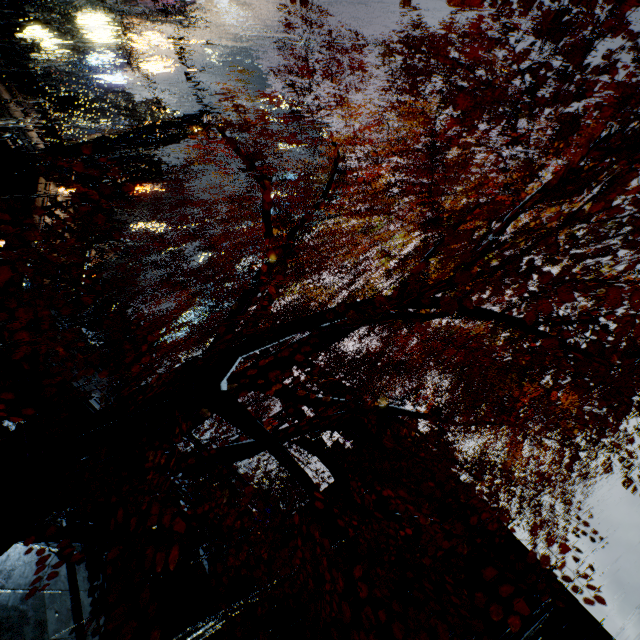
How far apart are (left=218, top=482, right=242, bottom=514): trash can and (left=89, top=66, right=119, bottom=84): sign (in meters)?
48.93

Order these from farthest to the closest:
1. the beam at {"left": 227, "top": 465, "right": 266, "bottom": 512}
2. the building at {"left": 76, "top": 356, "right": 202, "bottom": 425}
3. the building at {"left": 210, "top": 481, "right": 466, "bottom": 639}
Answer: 1. the beam at {"left": 227, "top": 465, "right": 266, "bottom": 512}
2. the building at {"left": 76, "top": 356, "right": 202, "bottom": 425}
3. the building at {"left": 210, "top": 481, "right": 466, "bottom": 639}

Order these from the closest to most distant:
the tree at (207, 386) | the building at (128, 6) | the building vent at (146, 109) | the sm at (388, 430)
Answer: the tree at (207, 386)
the sm at (388, 430)
the building at (128, 6)
the building vent at (146, 109)

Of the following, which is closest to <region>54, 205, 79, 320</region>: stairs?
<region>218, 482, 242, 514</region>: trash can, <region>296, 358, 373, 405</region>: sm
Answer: <region>296, 358, 373, 405</region>: sm

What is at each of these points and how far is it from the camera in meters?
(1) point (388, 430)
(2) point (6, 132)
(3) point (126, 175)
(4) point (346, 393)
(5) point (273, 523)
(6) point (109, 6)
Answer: Answer:
(1) sm, 13.6 m
(2) pipe, 11.2 m
(3) building, 17.7 m
(4) sm, 14.3 m
(5) cloth, 27.3 m
(6) building, 32.5 m

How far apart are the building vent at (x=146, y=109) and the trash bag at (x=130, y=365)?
55.5m

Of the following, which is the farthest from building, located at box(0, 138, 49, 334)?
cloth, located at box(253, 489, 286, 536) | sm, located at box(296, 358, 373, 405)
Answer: cloth, located at box(253, 489, 286, 536)

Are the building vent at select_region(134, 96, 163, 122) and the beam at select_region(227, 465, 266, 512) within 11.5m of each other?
no
